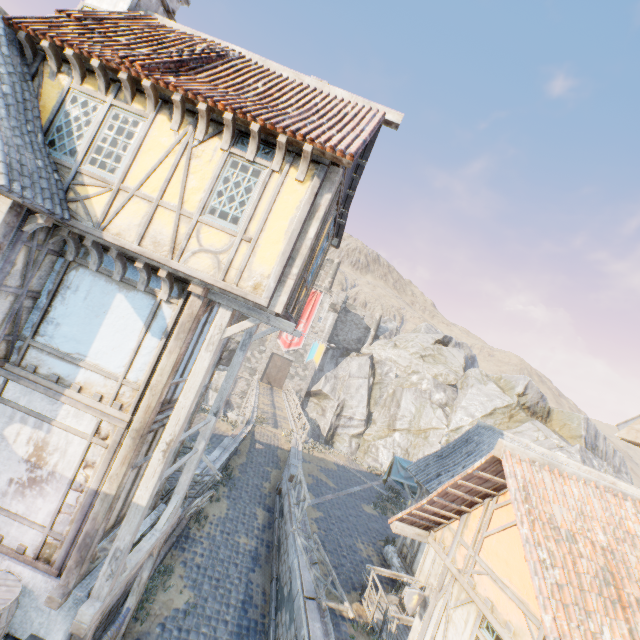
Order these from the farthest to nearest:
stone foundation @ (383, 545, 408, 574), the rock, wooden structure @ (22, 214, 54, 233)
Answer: the rock
stone foundation @ (383, 545, 408, 574)
wooden structure @ (22, 214, 54, 233)

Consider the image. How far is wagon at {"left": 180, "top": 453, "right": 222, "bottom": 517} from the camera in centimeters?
1038cm

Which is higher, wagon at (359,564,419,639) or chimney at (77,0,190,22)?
chimney at (77,0,190,22)

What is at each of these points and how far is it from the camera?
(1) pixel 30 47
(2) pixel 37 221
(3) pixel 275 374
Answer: (1) wooden structure, 5.96m
(2) wooden structure, 5.53m
(3) castle gate, 40.81m

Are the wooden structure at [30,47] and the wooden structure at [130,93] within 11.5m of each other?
yes

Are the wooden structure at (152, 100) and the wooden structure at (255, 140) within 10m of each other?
yes

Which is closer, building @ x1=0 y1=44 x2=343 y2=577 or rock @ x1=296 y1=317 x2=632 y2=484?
building @ x1=0 y1=44 x2=343 y2=577

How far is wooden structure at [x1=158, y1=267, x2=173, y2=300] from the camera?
5.9 meters
